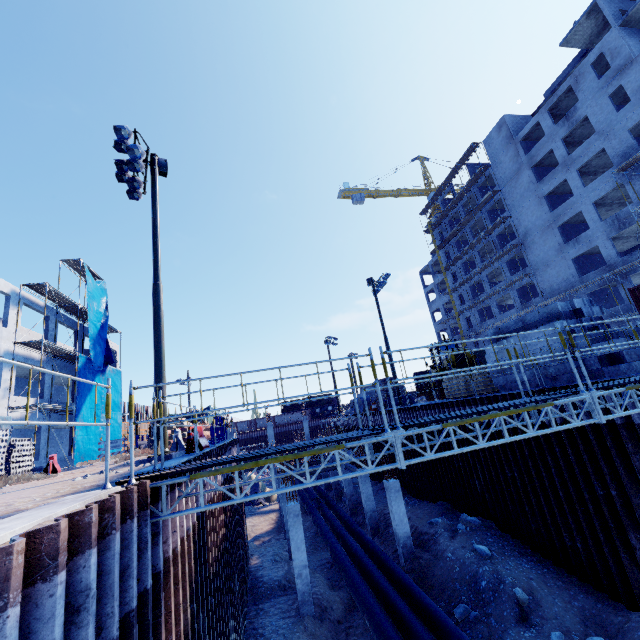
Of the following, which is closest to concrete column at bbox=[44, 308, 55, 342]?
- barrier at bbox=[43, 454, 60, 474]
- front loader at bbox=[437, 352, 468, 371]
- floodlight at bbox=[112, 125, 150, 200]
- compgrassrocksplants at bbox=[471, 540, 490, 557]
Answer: barrier at bbox=[43, 454, 60, 474]

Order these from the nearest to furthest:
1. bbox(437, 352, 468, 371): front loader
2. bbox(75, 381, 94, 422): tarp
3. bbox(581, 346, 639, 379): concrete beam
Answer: bbox(581, 346, 639, 379): concrete beam → bbox(437, 352, 468, 371): front loader → bbox(75, 381, 94, 422): tarp

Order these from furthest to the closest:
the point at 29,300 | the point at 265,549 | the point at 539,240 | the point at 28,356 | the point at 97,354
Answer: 1. the point at 539,240
2. the point at 97,354
3. the point at 29,300
4. the point at 28,356
5. the point at 265,549

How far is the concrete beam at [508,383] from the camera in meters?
13.8

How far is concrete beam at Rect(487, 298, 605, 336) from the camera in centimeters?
1202cm

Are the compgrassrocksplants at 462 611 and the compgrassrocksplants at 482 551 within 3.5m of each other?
yes

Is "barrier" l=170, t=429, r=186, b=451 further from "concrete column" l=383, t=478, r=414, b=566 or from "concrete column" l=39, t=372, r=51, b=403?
"concrete column" l=39, t=372, r=51, b=403

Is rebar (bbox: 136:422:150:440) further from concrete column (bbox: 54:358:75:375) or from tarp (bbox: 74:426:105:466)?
tarp (bbox: 74:426:105:466)
